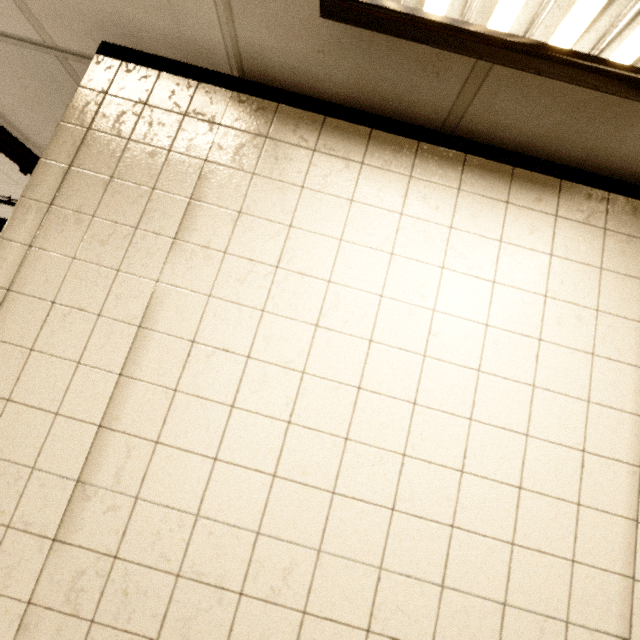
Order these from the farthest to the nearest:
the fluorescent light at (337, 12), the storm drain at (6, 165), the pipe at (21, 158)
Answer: the storm drain at (6, 165)
the pipe at (21, 158)
the fluorescent light at (337, 12)

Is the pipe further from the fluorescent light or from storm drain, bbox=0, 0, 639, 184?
the fluorescent light

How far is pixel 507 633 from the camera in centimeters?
82cm

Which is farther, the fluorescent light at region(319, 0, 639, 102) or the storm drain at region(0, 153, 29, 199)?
the storm drain at region(0, 153, 29, 199)

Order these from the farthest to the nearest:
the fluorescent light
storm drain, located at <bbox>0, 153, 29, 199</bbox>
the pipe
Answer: storm drain, located at <bbox>0, 153, 29, 199</bbox>
the pipe
the fluorescent light

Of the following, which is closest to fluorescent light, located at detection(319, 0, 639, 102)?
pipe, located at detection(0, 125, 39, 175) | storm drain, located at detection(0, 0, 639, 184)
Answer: storm drain, located at detection(0, 0, 639, 184)

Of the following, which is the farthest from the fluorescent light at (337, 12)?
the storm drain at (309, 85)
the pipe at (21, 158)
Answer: the pipe at (21, 158)
